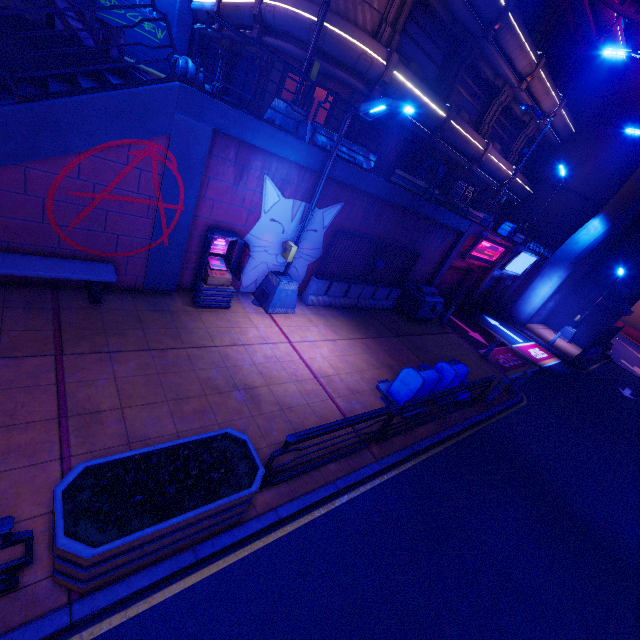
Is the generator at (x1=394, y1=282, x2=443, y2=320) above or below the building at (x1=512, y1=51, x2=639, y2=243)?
below

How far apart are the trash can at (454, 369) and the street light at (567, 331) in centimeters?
2220cm

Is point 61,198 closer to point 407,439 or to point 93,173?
point 93,173

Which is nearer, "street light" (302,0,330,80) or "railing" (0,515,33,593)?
"railing" (0,515,33,593)

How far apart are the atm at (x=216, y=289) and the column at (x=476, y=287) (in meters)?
15.85

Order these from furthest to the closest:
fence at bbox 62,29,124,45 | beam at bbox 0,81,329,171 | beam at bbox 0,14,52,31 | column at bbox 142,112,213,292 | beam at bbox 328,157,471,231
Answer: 1. fence at bbox 62,29,124,45
2. beam at bbox 328,157,471,231
3. beam at bbox 0,14,52,31
4. column at bbox 142,112,213,292
5. beam at bbox 0,81,329,171

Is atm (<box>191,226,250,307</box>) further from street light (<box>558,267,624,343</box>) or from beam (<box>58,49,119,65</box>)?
street light (<box>558,267,624,343</box>)

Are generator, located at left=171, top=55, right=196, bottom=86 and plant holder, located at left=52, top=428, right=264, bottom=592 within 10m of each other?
no
